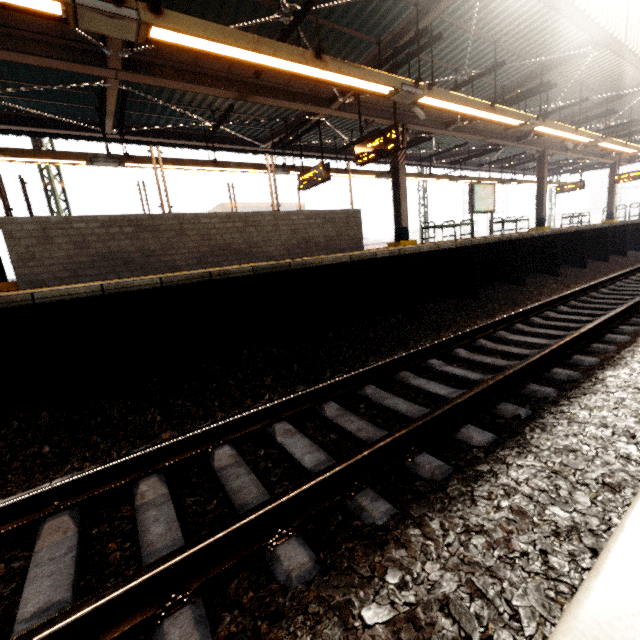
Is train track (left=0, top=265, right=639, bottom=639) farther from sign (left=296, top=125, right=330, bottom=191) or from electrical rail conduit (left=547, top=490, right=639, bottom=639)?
sign (left=296, top=125, right=330, bottom=191)

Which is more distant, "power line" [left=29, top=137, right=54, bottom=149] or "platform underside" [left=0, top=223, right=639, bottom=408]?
"power line" [left=29, top=137, right=54, bottom=149]

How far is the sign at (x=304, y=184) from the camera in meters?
9.5 m

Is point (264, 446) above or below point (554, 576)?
below

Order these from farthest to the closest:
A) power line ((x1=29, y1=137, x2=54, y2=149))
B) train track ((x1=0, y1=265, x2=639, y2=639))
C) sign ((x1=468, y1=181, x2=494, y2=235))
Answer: sign ((x1=468, y1=181, x2=494, y2=235))
power line ((x1=29, y1=137, x2=54, y2=149))
train track ((x1=0, y1=265, x2=639, y2=639))

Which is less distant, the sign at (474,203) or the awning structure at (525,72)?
the awning structure at (525,72)

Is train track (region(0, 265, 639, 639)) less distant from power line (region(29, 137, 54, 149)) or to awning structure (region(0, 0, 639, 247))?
awning structure (region(0, 0, 639, 247))
